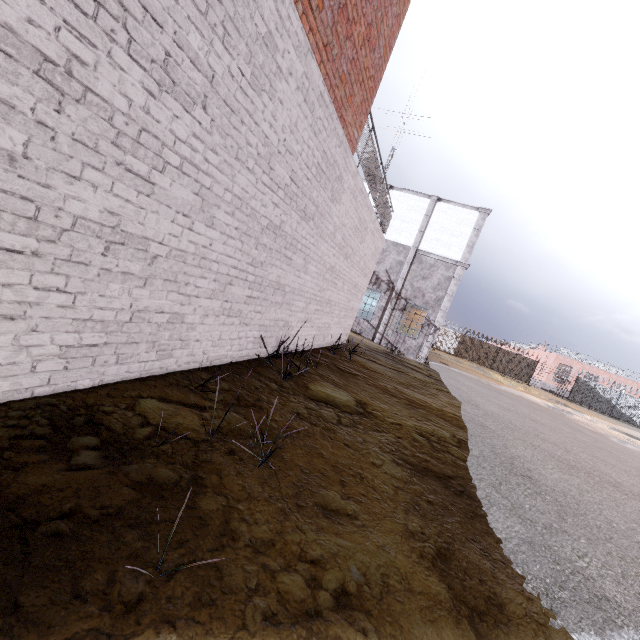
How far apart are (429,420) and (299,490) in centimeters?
403cm

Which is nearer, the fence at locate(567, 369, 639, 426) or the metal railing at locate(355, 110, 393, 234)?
the metal railing at locate(355, 110, 393, 234)

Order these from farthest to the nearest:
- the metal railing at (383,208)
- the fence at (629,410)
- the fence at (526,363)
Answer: the fence at (526,363), the fence at (629,410), the metal railing at (383,208)

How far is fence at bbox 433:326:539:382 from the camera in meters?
36.3 m

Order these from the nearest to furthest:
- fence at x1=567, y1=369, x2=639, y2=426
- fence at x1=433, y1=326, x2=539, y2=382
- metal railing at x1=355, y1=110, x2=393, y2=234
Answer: metal railing at x1=355, y1=110, x2=393, y2=234 < fence at x1=567, y1=369, x2=639, y2=426 < fence at x1=433, y1=326, x2=539, y2=382

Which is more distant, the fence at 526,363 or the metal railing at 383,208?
the fence at 526,363

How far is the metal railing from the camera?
6.86m
